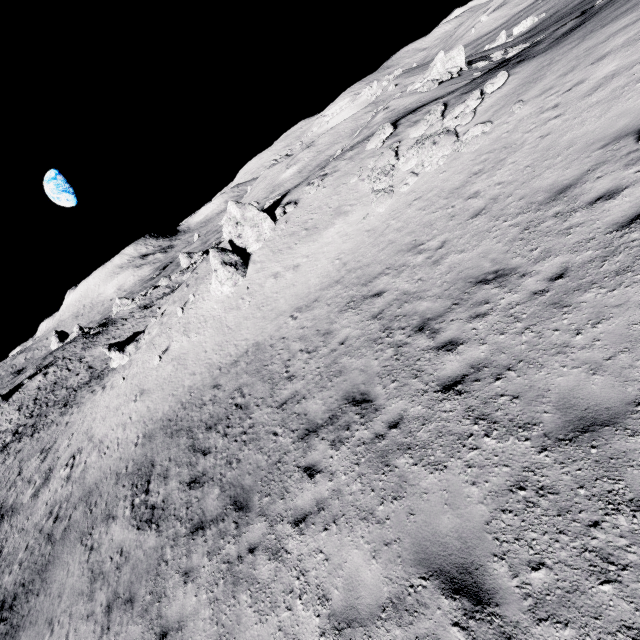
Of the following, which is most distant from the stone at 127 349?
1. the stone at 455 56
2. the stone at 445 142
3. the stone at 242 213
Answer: the stone at 455 56

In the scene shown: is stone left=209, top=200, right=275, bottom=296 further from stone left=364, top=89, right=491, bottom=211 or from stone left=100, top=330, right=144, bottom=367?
stone left=100, top=330, right=144, bottom=367

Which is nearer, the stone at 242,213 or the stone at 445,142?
the stone at 445,142

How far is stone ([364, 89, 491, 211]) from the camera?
12.5 meters

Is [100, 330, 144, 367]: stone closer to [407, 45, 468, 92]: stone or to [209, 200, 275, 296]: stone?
[209, 200, 275, 296]: stone

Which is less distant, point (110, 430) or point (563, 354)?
point (563, 354)

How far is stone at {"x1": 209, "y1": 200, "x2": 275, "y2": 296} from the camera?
20.4 meters

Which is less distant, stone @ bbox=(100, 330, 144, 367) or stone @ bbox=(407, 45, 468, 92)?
stone @ bbox=(407, 45, 468, 92)
